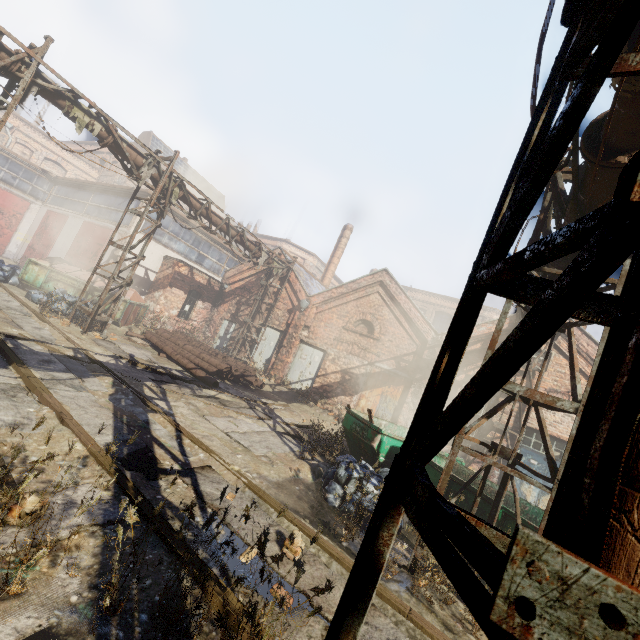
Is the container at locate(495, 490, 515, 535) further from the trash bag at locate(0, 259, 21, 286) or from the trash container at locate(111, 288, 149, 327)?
the trash bag at locate(0, 259, 21, 286)

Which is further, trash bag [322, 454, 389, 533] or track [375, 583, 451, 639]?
trash bag [322, 454, 389, 533]

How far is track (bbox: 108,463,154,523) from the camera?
3.6m

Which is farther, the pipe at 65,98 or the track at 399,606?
the pipe at 65,98

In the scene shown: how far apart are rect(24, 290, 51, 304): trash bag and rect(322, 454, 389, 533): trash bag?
11.5m

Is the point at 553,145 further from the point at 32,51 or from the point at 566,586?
the point at 32,51

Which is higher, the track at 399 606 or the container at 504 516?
the container at 504 516

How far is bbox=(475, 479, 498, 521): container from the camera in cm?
562
